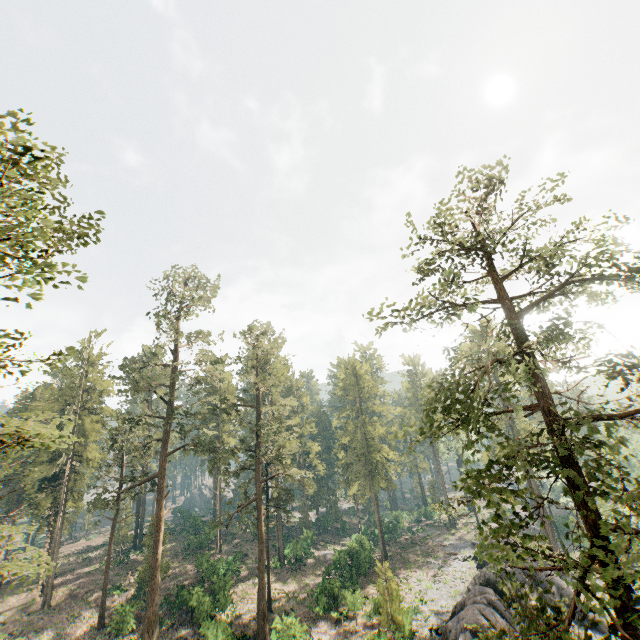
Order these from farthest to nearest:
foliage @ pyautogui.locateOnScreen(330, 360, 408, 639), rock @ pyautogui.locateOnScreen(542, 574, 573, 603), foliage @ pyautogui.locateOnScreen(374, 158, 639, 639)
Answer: rock @ pyautogui.locateOnScreen(542, 574, 573, 603) < foliage @ pyautogui.locateOnScreen(330, 360, 408, 639) < foliage @ pyautogui.locateOnScreen(374, 158, 639, 639)

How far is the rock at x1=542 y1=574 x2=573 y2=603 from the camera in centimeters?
3094cm

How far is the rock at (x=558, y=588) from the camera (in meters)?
30.94

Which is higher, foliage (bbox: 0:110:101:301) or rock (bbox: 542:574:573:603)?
foliage (bbox: 0:110:101:301)

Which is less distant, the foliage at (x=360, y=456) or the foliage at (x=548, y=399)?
the foliage at (x=548, y=399)

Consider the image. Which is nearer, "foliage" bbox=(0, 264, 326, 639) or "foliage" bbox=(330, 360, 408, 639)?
"foliage" bbox=(330, 360, 408, 639)

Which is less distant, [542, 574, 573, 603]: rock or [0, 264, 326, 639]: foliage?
[0, 264, 326, 639]: foliage

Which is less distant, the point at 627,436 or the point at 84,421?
the point at 84,421
